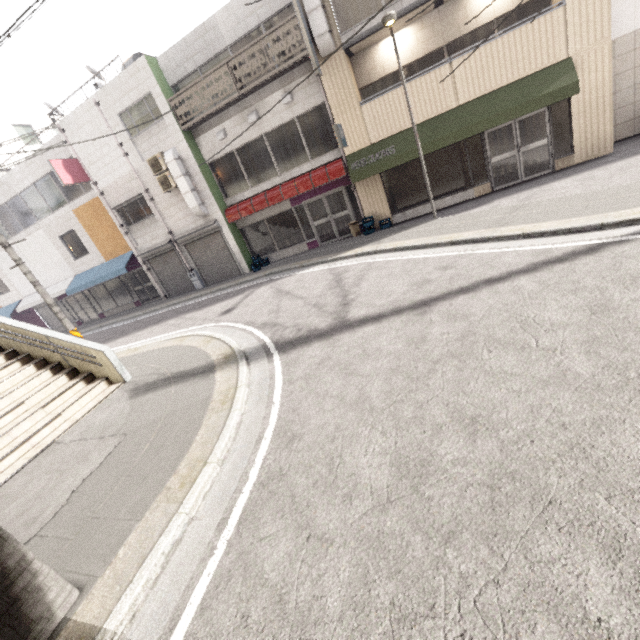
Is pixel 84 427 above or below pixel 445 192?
below

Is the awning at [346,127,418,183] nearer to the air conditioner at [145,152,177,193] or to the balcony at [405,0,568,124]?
the balcony at [405,0,568,124]

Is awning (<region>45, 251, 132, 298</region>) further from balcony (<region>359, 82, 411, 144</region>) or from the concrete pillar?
the concrete pillar

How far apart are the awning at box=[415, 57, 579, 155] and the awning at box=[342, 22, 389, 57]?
2.8 meters

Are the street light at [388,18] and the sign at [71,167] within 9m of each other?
no

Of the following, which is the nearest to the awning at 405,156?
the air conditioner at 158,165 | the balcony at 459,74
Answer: the balcony at 459,74

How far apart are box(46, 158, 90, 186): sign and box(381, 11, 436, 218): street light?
14.40m

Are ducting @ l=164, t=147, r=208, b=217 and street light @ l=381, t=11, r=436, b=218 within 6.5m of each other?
no
